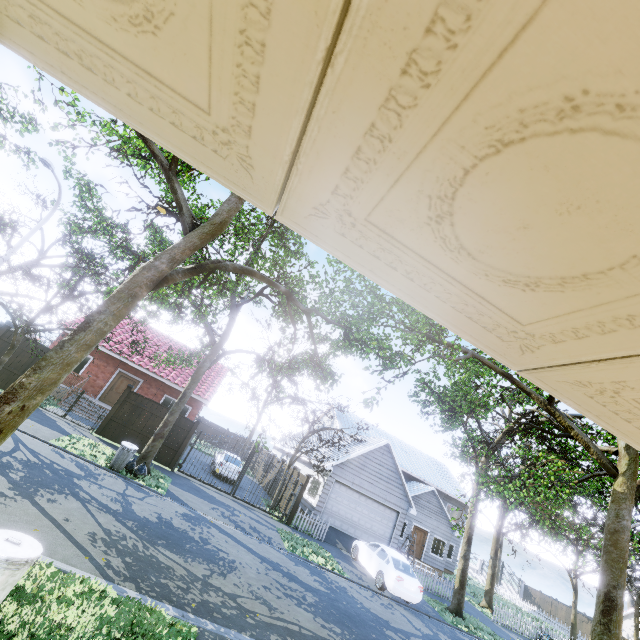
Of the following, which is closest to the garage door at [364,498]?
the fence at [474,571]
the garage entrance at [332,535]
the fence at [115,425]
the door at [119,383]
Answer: the garage entrance at [332,535]

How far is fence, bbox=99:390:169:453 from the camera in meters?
15.5

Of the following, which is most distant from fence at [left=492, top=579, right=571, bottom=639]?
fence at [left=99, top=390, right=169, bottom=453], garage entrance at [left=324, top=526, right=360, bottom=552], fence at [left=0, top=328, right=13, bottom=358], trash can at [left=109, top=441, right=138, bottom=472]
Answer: trash can at [left=109, top=441, right=138, bottom=472]

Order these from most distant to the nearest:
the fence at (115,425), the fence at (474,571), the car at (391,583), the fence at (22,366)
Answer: the fence at (474,571) → the fence at (115,425) → the fence at (22,366) → the car at (391,583)

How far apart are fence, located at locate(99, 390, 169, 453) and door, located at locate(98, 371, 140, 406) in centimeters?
546cm

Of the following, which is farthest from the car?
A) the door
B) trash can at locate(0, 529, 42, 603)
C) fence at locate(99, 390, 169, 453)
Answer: the door

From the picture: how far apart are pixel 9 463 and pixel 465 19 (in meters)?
12.12

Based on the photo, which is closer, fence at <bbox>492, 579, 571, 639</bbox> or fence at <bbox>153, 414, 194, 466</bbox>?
fence at <bbox>153, 414, 194, 466</bbox>
